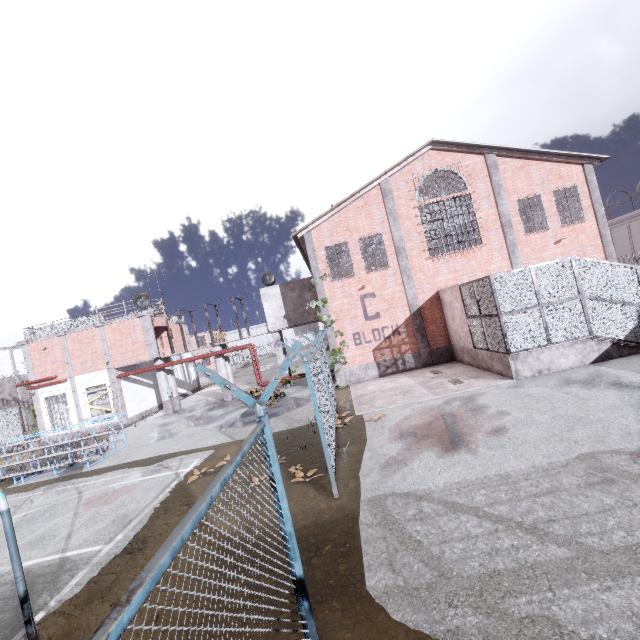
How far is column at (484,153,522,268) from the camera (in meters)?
17.72

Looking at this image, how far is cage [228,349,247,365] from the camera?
52.1 meters

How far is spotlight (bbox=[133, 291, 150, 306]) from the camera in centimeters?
2150cm

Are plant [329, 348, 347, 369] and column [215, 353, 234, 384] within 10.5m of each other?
yes

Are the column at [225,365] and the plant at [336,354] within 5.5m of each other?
no

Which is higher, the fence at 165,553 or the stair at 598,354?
the fence at 165,553

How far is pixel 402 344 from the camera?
18.1 meters

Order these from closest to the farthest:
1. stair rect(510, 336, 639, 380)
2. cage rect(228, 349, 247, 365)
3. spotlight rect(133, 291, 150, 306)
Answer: stair rect(510, 336, 639, 380) < spotlight rect(133, 291, 150, 306) < cage rect(228, 349, 247, 365)
